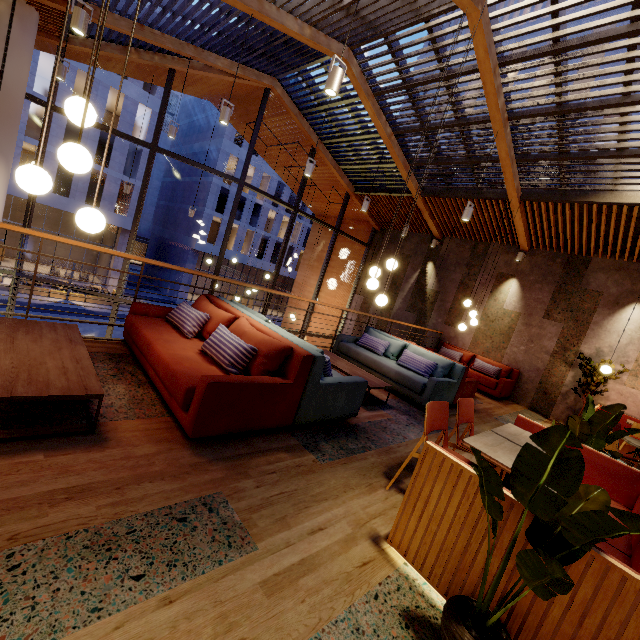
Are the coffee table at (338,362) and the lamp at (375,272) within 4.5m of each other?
yes

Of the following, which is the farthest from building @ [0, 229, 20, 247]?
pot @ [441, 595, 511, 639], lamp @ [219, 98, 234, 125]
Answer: pot @ [441, 595, 511, 639]

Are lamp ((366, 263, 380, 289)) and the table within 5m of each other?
yes

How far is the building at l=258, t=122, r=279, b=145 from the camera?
10.9m

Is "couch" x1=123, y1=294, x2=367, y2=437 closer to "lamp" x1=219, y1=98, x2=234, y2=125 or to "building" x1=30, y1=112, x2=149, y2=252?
"lamp" x1=219, y1=98, x2=234, y2=125

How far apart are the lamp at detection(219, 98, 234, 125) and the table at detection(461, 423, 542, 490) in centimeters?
582cm

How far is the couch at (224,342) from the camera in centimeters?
258cm

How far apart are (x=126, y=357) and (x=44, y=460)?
1.9 meters
